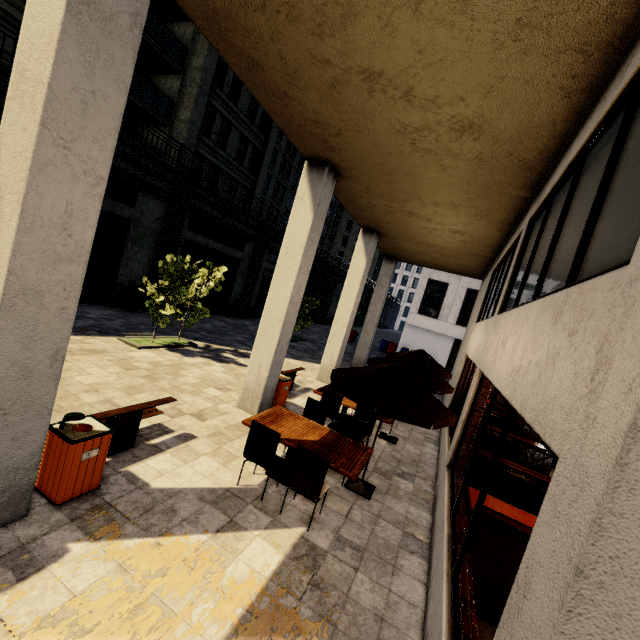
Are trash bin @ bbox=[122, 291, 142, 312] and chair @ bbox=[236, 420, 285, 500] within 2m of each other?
no

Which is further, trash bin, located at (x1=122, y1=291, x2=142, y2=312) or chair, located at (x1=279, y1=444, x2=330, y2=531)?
trash bin, located at (x1=122, y1=291, x2=142, y2=312)

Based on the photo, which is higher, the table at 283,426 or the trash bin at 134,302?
the table at 283,426

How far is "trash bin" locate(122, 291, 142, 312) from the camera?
14.52m

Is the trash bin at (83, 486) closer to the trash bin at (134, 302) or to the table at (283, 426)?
the table at (283, 426)

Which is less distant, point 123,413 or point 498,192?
point 123,413

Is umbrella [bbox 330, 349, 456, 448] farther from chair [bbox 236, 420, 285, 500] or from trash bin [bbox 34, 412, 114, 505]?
trash bin [bbox 34, 412, 114, 505]

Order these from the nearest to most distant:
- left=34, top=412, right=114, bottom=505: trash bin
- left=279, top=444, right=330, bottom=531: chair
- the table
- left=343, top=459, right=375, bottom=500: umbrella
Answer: left=34, top=412, right=114, bottom=505: trash bin < left=279, top=444, right=330, bottom=531: chair < the table < left=343, top=459, right=375, bottom=500: umbrella
